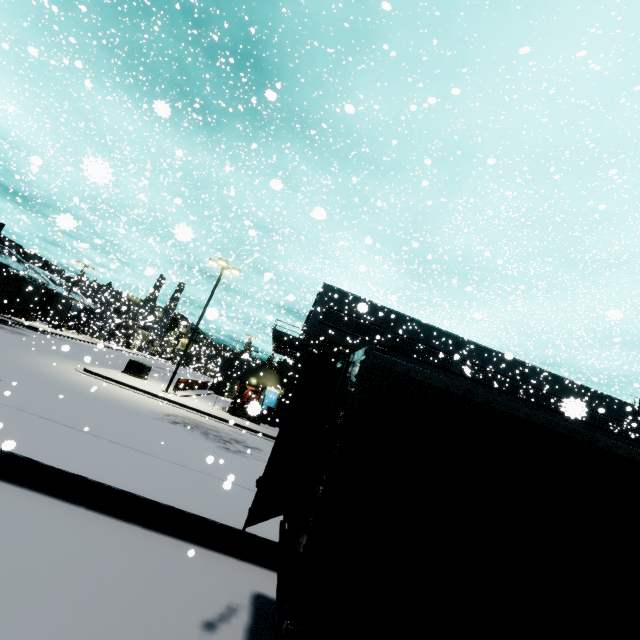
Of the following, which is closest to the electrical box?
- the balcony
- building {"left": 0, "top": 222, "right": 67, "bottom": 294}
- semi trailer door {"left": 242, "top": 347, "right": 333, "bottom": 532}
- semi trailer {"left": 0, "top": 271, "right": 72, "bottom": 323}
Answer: semi trailer {"left": 0, "top": 271, "right": 72, "bottom": 323}

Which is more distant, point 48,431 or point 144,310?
point 144,310

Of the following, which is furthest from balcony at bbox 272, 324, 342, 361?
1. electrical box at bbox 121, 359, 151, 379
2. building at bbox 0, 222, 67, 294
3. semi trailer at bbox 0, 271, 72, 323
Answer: electrical box at bbox 121, 359, 151, 379

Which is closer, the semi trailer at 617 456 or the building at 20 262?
the semi trailer at 617 456

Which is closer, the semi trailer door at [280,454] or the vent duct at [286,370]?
the semi trailer door at [280,454]

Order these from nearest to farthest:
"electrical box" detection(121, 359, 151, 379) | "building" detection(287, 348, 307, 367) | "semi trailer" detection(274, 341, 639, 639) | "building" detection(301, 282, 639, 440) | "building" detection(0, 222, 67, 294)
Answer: "semi trailer" detection(274, 341, 639, 639) → "electrical box" detection(121, 359, 151, 379) → "building" detection(287, 348, 307, 367) → "building" detection(301, 282, 639, 440) → "building" detection(0, 222, 67, 294)

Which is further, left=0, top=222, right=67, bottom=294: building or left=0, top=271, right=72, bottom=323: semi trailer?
left=0, top=222, right=67, bottom=294: building

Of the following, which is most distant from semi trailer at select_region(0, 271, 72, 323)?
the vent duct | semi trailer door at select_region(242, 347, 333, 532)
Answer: the vent duct
